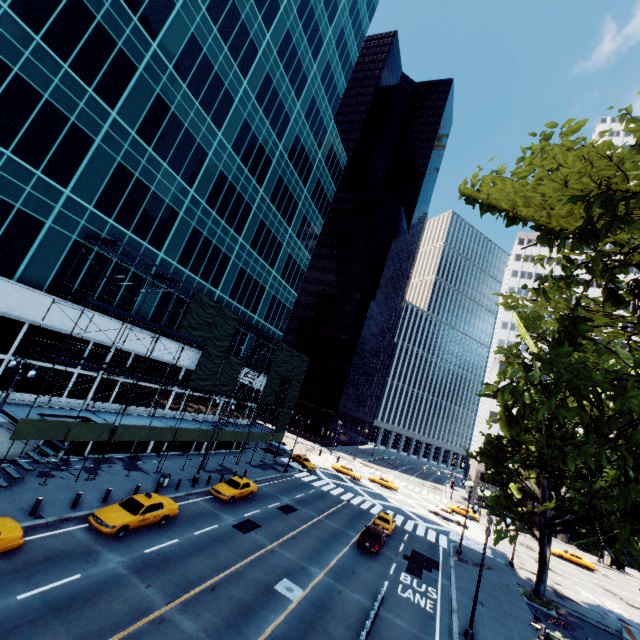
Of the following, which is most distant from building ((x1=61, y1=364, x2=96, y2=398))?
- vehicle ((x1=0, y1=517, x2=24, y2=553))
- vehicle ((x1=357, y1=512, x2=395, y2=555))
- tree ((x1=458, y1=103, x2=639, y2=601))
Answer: tree ((x1=458, y1=103, x2=639, y2=601))

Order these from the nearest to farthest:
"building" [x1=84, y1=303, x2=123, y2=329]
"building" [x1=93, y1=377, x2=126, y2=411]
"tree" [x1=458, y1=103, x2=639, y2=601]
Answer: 1. "tree" [x1=458, y1=103, x2=639, y2=601]
2. "building" [x1=84, y1=303, x2=123, y2=329]
3. "building" [x1=93, y1=377, x2=126, y2=411]

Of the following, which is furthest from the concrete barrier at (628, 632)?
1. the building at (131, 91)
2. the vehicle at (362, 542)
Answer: the building at (131, 91)

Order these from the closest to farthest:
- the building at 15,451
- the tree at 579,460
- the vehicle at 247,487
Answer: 1. the tree at 579,460
2. the building at 15,451
3. the vehicle at 247,487

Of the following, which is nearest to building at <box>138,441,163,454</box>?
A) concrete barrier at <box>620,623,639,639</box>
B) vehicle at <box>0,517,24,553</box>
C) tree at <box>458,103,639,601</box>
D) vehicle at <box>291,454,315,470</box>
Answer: vehicle at <box>0,517,24,553</box>

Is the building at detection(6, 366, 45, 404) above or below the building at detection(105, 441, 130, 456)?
above

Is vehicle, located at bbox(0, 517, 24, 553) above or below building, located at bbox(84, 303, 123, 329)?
below

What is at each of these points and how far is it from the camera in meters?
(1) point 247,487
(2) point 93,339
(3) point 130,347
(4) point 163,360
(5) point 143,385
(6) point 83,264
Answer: (1) vehicle, 29.1
(2) building, 24.5
(3) building, 27.0
(4) building, 30.6
(5) building, 29.2
(6) building, 22.9
